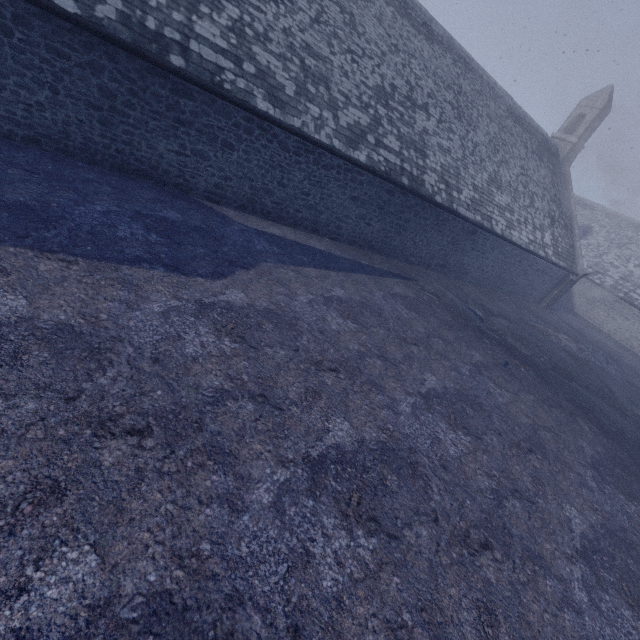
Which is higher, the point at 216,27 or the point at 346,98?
the point at 346,98
